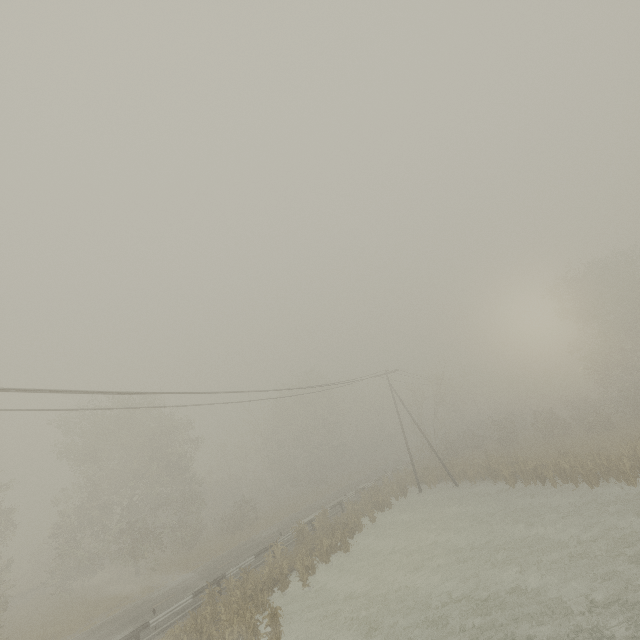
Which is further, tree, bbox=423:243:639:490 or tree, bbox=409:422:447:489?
tree, bbox=409:422:447:489

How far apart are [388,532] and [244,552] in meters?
12.3

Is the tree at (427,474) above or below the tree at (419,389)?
below

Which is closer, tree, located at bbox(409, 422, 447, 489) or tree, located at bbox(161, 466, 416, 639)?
tree, located at bbox(161, 466, 416, 639)

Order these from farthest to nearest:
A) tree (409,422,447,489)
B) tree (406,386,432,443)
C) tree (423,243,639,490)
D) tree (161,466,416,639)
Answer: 1. tree (406,386,432,443)
2. tree (409,422,447,489)
3. tree (423,243,639,490)
4. tree (161,466,416,639)

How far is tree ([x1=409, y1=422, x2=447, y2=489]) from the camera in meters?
32.6

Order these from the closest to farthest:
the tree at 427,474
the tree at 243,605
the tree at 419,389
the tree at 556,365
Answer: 1. the tree at 243,605
2. the tree at 556,365
3. the tree at 427,474
4. the tree at 419,389
